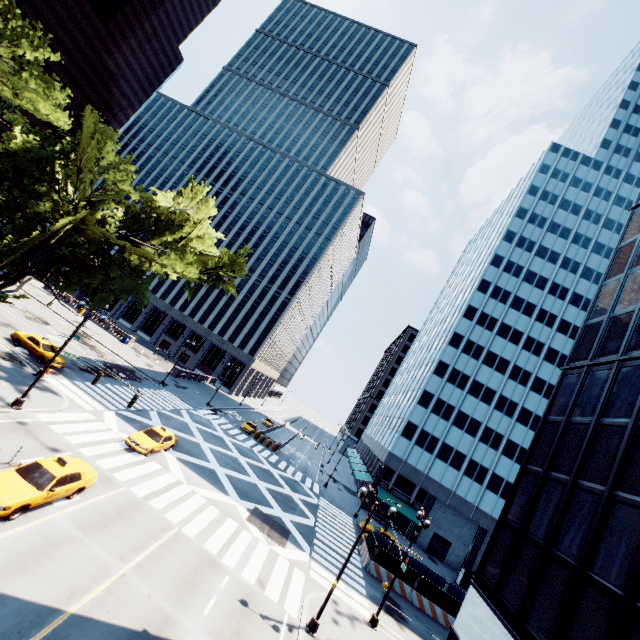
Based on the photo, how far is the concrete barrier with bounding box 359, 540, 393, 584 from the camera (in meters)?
27.55

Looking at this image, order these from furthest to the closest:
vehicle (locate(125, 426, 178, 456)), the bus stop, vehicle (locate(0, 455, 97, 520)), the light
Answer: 1. the bus stop
2. vehicle (locate(125, 426, 178, 456))
3. the light
4. vehicle (locate(0, 455, 97, 520))

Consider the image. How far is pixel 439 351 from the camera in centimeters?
5422cm

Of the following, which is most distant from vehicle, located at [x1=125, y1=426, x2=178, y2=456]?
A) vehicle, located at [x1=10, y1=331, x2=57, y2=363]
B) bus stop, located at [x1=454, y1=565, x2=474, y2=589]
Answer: bus stop, located at [x1=454, y1=565, x2=474, y2=589]

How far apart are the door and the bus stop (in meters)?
5.55

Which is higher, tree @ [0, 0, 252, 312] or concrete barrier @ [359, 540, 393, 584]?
tree @ [0, 0, 252, 312]

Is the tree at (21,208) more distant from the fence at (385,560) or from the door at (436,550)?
the door at (436,550)

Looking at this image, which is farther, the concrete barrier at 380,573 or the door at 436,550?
the door at 436,550
